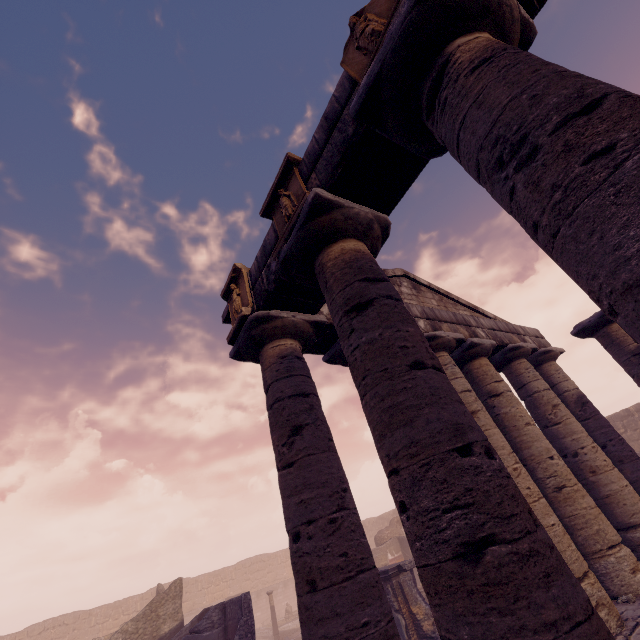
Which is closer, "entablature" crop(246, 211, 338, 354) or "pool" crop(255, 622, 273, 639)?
"entablature" crop(246, 211, 338, 354)

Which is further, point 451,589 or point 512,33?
point 512,33

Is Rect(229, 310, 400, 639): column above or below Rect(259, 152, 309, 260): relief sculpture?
below

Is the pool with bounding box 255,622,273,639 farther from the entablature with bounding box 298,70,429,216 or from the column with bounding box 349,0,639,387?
the column with bounding box 349,0,639,387

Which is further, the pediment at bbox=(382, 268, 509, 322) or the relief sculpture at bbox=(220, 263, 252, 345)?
the pediment at bbox=(382, 268, 509, 322)

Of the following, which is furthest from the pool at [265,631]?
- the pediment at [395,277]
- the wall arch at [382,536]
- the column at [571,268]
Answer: the column at [571,268]

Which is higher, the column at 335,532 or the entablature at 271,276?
the entablature at 271,276

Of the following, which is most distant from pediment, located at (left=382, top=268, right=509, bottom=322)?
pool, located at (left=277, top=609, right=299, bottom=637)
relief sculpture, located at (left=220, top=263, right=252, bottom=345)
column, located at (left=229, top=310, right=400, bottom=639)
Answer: pool, located at (left=277, top=609, right=299, bottom=637)
